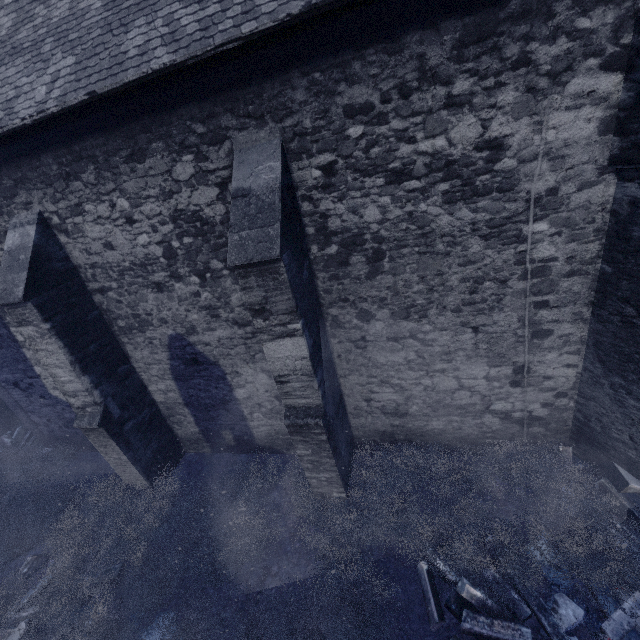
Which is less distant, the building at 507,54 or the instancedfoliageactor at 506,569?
the building at 507,54

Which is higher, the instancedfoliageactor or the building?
the building

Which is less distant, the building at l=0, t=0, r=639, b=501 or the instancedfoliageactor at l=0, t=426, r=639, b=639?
the building at l=0, t=0, r=639, b=501

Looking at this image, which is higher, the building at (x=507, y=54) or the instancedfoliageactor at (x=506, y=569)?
the building at (x=507, y=54)

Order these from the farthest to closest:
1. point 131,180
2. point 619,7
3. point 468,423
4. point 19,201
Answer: point 468,423, point 19,201, point 131,180, point 619,7
